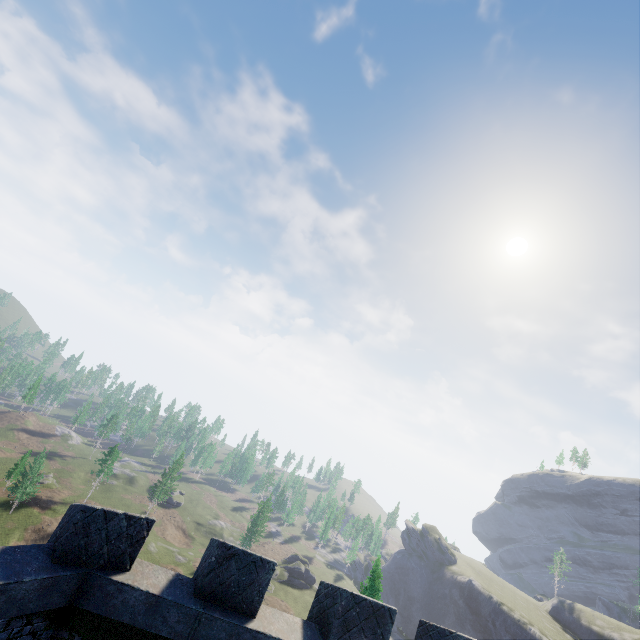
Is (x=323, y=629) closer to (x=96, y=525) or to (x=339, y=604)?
(x=339, y=604)
